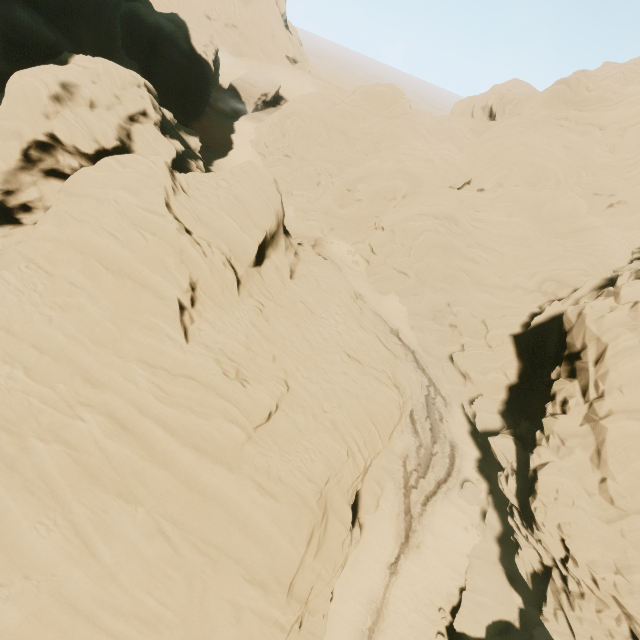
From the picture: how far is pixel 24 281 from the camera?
14.3 meters
